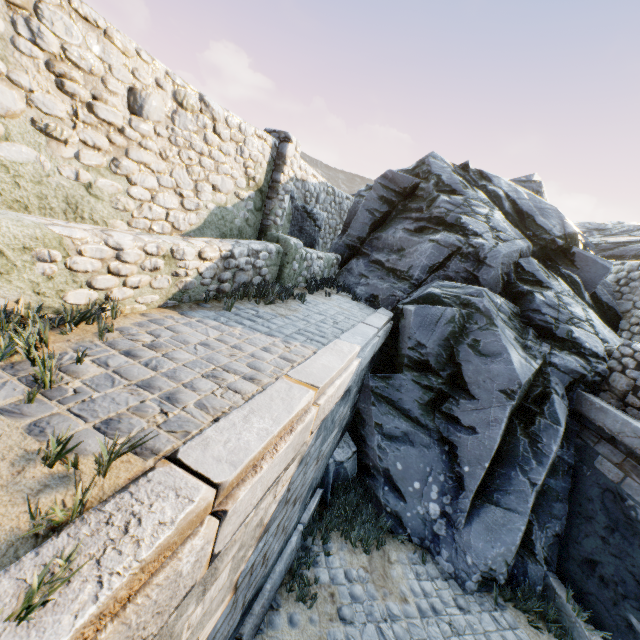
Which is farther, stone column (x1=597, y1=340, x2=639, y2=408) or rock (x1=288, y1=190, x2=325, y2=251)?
rock (x1=288, y1=190, x2=325, y2=251)

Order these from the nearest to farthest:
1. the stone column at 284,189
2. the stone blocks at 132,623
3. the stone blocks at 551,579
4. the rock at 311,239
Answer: the stone blocks at 132,623 < the stone blocks at 551,579 < the stone column at 284,189 < the rock at 311,239

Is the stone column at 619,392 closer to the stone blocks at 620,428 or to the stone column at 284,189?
the stone blocks at 620,428

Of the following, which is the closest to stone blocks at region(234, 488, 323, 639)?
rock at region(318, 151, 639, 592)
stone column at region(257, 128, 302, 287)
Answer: rock at region(318, 151, 639, 592)

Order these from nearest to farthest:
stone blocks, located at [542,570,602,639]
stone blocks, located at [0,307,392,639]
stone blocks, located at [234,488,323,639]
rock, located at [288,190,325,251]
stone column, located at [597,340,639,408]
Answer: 1. stone blocks, located at [0,307,392,639]
2. stone blocks, located at [234,488,323,639]
3. stone blocks, located at [542,570,602,639]
4. stone column, located at [597,340,639,408]
5. rock, located at [288,190,325,251]

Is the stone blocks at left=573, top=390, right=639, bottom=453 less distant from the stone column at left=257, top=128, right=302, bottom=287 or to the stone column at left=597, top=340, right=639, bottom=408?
the stone column at left=597, top=340, right=639, bottom=408

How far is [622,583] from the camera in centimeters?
475cm

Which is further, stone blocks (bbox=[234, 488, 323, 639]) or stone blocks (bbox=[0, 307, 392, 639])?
stone blocks (bbox=[234, 488, 323, 639])
